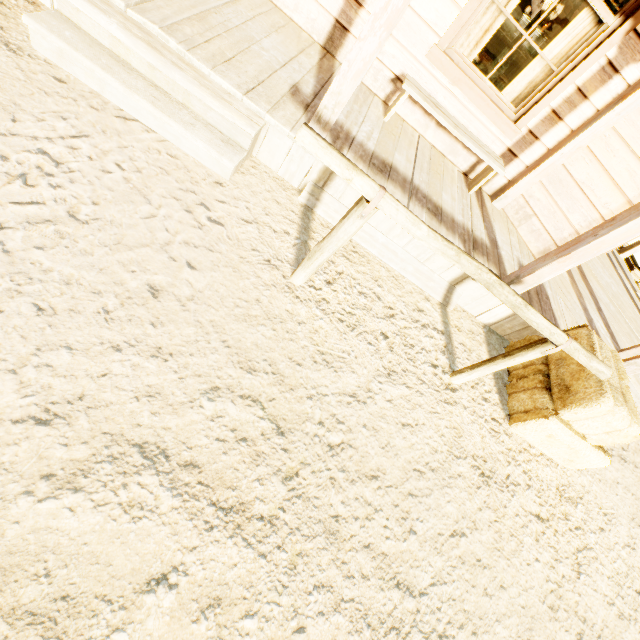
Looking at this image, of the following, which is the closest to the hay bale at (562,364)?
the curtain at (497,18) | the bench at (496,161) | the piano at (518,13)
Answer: the bench at (496,161)

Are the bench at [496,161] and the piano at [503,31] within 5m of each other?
no

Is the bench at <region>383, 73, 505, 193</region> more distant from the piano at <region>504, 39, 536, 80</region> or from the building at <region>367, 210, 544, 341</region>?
the piano at <region>504, 39, 536, 80</region>

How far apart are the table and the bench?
1.5 meters

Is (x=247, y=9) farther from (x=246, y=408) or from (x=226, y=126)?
(x=246, y=408)

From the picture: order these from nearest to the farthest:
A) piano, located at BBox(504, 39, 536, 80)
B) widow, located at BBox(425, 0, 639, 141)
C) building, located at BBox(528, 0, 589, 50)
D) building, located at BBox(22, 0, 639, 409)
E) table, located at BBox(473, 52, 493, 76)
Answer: building, located at BBox(22, 0, 639, 409), widow, located at BBox(425, 0, 639, 141), table, located at BBox(473, 52, 493, 76), building, located at BBox(528, 0, 589, 50), piano, located at BBox(504, 39, 536, 80)

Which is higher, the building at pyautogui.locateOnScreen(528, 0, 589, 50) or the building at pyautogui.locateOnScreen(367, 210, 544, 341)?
the building at pyautogui.locateOnScreen(528, 0, 589, 50)

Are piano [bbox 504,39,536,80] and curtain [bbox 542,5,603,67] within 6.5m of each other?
no
